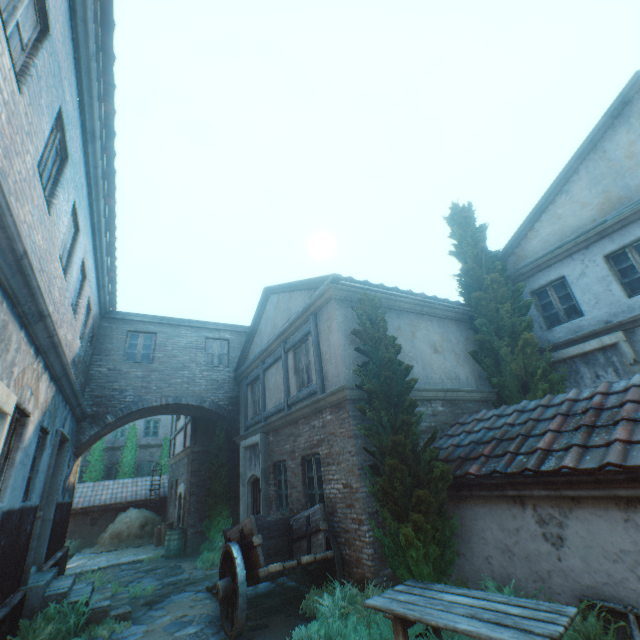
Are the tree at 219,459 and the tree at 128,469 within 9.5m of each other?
no

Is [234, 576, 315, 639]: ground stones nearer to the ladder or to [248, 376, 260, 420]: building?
[248, 376, 260, 420]: building

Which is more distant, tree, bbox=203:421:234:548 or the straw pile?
the straw pile

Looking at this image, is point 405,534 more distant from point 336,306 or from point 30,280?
point 30,280

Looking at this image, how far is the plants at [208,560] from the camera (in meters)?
10.25

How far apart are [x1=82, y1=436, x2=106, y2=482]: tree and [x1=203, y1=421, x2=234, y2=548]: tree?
12.2 meters

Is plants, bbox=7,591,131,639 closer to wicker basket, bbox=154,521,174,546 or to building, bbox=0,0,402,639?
building, bbox=0,0,402,639

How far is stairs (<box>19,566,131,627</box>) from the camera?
6.24m
